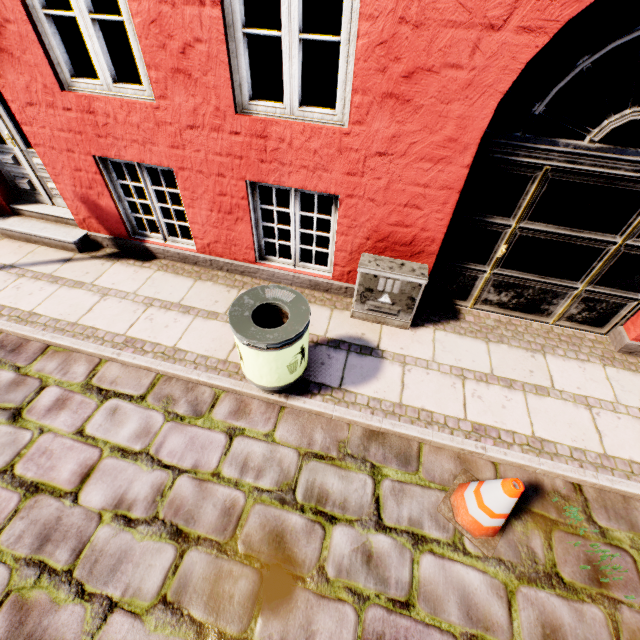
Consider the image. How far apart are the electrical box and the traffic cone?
1.69m

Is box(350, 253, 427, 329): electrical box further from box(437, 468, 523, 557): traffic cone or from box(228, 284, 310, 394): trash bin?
box(437, 468, 523, 557): traffic cone

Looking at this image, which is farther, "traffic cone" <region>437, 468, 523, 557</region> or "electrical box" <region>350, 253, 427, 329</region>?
"electrical box" <region>350, 253, 427, 329</region>

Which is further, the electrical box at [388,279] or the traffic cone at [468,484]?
the electrical box at [388,279]

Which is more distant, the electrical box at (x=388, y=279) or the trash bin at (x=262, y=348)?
the electrical box at (x=388, y=279)

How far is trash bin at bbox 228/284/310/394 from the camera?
2.68m

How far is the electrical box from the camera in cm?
357

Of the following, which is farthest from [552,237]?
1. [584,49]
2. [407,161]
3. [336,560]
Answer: [584,49]
